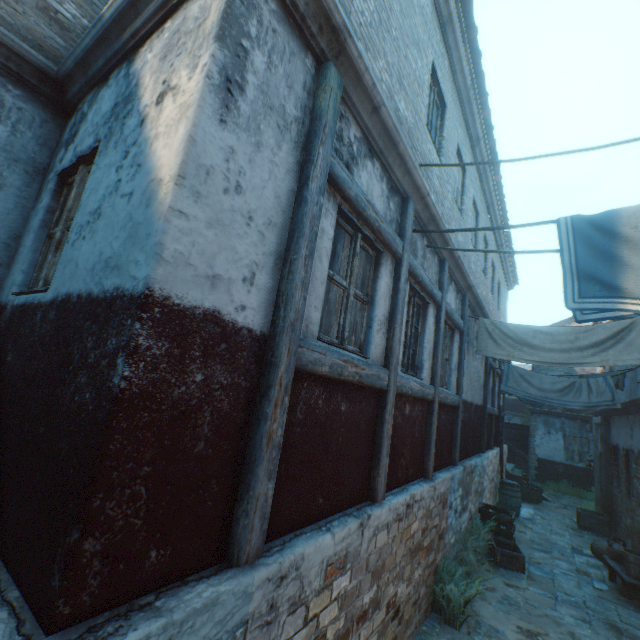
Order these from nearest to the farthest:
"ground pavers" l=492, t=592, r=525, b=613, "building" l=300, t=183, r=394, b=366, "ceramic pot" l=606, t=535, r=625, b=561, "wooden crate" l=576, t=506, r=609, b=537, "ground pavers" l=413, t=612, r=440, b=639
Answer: "building" l=300, t=183, r=394, b=366
"ground pavers" l=413, t=612, r=440, b=639
"ground pavers" l=492, t=592, r=525, b=613
"ceramic pot" l=606, t=535, r=625, b=561
"wooden crate" l=576, t=506, r=609, b=537

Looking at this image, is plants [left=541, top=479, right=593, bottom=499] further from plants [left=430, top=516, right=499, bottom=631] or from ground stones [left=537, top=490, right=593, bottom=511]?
plants [left=430, top=516, right=499, bottom=631]

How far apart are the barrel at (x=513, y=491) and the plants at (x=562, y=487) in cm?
661

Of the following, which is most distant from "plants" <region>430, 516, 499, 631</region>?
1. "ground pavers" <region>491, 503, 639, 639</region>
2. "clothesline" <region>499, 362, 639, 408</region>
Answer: "clothesline" <region>499, 362, 639, 408</region>

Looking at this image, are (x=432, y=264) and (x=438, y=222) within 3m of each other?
→ yes

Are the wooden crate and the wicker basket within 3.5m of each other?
yes

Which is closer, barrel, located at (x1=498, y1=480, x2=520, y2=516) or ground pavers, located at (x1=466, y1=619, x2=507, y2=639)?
ground pavers, located at (x1=466, y1=619, x2=507, y2=639)

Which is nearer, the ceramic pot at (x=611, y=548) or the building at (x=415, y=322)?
the building at (x=415, y=322)
